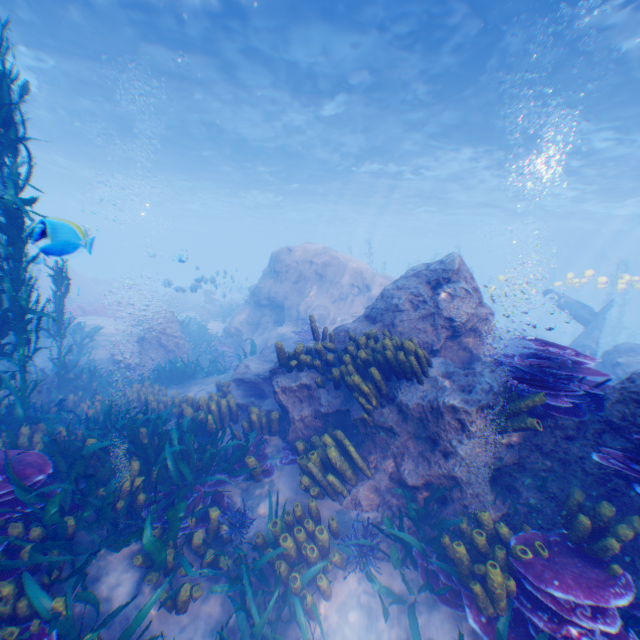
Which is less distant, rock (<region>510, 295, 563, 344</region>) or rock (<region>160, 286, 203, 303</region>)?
rock (<region>160, 286, 203, 303</region>)

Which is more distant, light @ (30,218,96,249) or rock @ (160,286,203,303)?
rock @ (160,286,203,303)

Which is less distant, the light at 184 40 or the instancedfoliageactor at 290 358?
the instancedfoliageactor at 290 358

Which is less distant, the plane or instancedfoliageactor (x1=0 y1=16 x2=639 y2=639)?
instancedfoliageactor (x1=0 y1=16 x2=639 y2=639)

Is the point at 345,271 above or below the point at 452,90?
below

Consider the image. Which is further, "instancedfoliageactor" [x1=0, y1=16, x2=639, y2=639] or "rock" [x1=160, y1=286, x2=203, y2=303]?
"rock" [x1=160, y1=286, x2=203, y2=303]

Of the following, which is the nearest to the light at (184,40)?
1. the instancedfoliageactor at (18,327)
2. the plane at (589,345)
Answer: the plane at (589,345)
